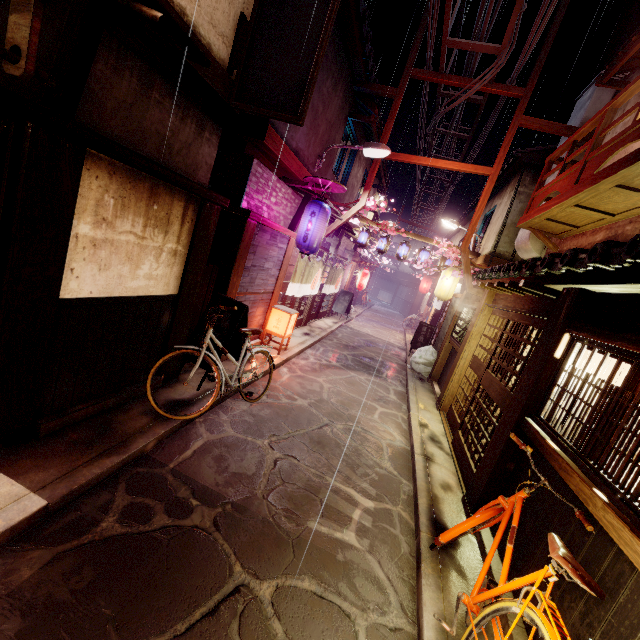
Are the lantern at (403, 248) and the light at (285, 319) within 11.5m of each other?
yes

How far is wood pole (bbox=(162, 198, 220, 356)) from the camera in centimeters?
820cm

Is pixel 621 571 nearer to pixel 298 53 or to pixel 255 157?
pixel 298 53

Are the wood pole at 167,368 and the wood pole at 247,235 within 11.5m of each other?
yes

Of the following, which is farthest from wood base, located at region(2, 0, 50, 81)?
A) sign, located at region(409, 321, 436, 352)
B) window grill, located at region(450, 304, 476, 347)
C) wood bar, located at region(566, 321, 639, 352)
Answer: sign, located at region(409, 321, 436, 352)

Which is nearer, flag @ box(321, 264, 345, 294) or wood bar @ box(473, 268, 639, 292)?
wood bar @ box(473, 268, 639, 292)

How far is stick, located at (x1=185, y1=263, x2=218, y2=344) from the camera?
10.0m

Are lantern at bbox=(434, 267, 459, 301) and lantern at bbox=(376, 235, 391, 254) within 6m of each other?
yes
